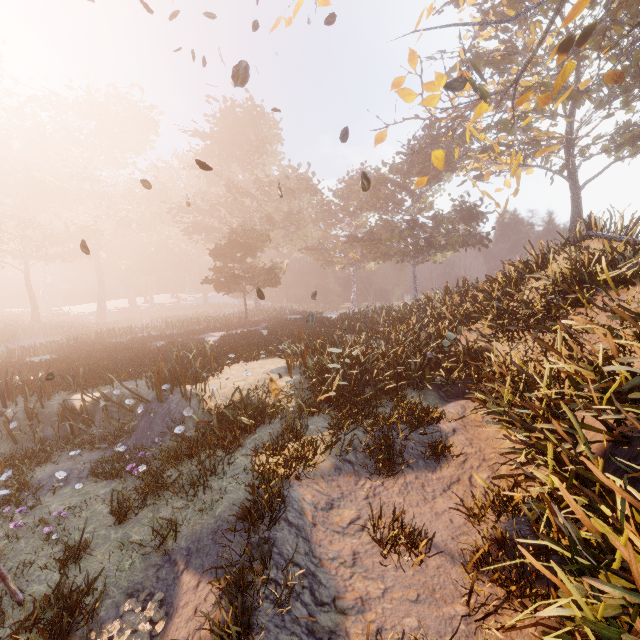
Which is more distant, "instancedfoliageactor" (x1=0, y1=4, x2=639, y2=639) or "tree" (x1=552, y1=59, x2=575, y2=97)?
"tree" (x1=552, y1=59, x2=575, y2=97)

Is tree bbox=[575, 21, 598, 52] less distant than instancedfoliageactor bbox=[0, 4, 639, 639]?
No

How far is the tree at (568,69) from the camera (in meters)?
10.76

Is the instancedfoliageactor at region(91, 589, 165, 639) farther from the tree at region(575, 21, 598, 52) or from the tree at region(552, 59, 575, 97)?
the tree at region(552, 59, 575, 97)

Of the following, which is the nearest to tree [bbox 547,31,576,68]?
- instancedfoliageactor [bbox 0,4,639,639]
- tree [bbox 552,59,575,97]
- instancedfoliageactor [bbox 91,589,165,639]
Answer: tree [bbox 552,59,575,97]

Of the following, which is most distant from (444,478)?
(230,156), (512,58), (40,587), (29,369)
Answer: (230,156)

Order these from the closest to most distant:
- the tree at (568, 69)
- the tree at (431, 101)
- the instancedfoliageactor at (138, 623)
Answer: the instancedfoliageactor at (138, 623) < the tree at (431, 101) < the tree at (568, 69)

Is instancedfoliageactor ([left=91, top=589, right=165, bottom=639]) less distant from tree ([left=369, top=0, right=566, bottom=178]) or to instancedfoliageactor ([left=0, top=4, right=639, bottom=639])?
tree ([left=369, top=0, right=566, bottom=178])
